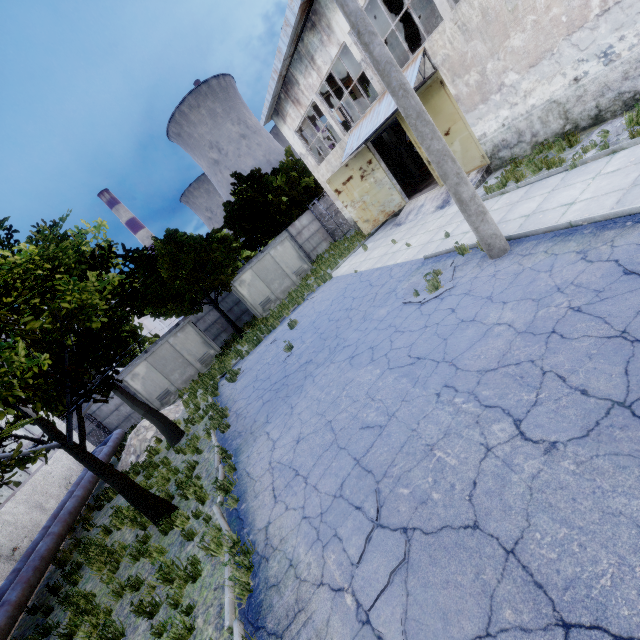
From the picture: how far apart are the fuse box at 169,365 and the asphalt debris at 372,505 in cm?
1870

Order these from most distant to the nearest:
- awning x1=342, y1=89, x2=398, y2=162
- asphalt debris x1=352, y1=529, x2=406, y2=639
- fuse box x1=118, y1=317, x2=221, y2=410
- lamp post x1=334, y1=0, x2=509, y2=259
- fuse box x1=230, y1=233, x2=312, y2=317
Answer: fuse box x1=230, y1=233, x2=312, y2=317
fuse box x1=118, y1=317, x2=221, y2=410
awning x1=342, y1=89, x2=398, y2=162
lamp post x1=334, y1=0, x2=509, y2=259
asphalt debris x1=352, y1=529, x2=406, y2=639

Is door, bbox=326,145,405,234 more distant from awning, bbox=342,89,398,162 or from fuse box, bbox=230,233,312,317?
fuse box, bbox=230,233,312,317

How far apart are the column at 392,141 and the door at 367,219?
5.3m

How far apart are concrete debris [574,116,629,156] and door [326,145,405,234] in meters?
9.2

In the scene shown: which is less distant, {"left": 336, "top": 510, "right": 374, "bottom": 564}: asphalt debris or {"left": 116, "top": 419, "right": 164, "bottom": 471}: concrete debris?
{"left": 336, "top": 510, "right": 374, "bottom": 564}: asphalt debris

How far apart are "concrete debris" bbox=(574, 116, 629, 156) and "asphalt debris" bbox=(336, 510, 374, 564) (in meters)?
10.00

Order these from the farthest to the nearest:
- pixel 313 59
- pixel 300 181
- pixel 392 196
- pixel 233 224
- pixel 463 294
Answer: pixel 300 181, pixel 233 224, pixel 392 196, pixel 313 59, pixel 463 294
